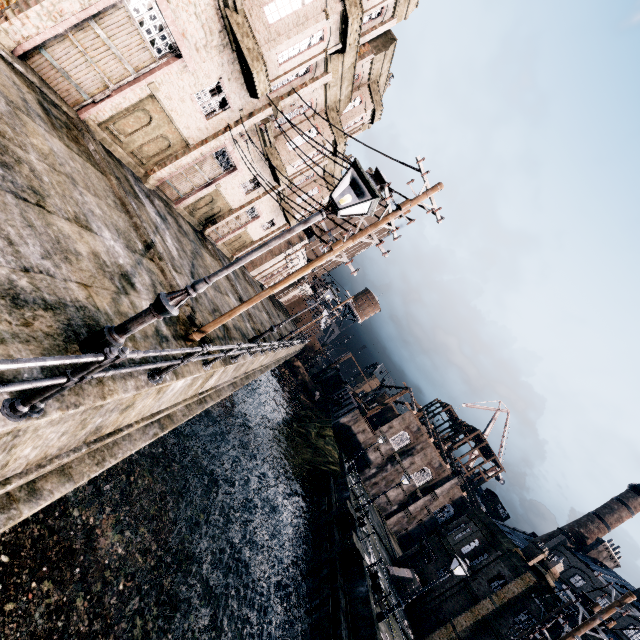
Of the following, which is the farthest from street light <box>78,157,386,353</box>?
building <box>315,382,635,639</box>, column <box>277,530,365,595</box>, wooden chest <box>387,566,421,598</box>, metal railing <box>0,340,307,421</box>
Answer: wooden chest <box>387,566,421,598</box>

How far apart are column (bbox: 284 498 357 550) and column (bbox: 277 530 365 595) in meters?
2.9

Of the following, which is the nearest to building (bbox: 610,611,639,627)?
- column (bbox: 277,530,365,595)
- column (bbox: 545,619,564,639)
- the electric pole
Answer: column (bbox: 545,619,564,639)

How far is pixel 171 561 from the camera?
15.6 meters

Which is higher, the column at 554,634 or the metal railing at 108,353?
the column at 554,634

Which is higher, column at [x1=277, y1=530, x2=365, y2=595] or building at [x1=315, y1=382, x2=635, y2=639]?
building at [x1=315, y1=382, x2=635, y2=639]

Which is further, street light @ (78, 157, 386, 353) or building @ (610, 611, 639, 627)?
building @ (610, 611, 639, 627)

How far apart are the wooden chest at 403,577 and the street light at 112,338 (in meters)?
31.82
